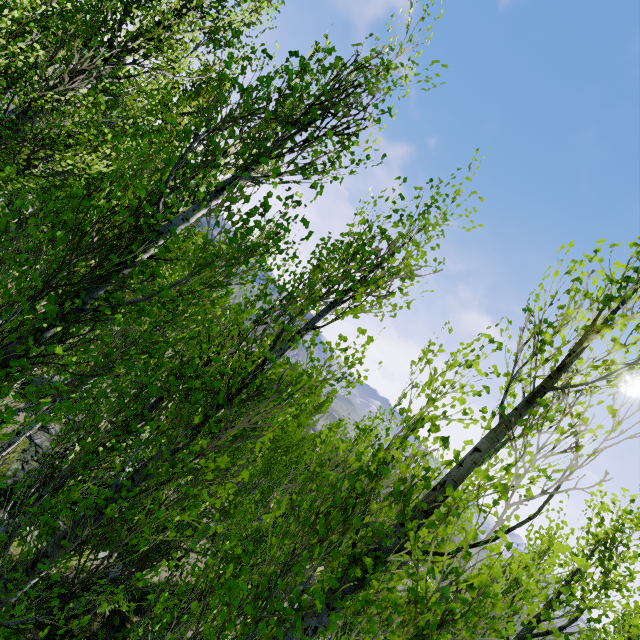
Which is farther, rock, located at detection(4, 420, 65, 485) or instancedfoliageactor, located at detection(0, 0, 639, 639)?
rock, located at detection(4, 420, 65, 485)

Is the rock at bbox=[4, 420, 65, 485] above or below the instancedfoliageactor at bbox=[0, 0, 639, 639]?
below

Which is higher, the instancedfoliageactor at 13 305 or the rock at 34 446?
the instancedfoliageactor at 13 305

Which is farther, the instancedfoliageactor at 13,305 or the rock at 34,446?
the rock at 34,446

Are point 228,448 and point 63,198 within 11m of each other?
no
